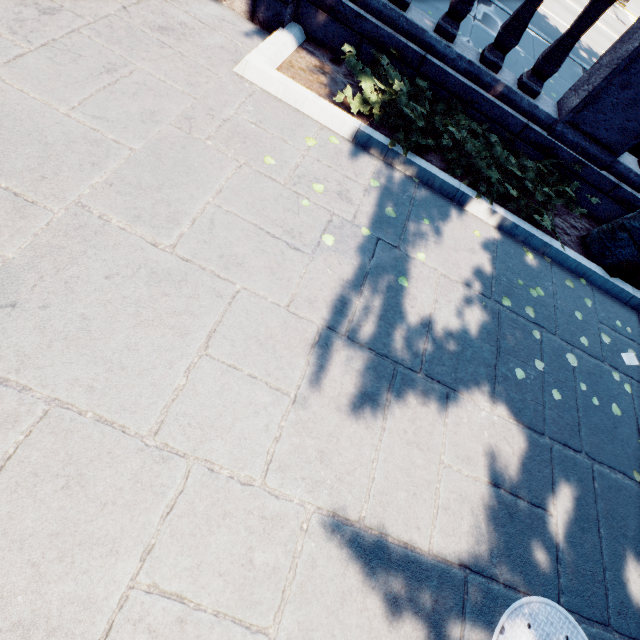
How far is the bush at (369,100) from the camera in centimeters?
388cm

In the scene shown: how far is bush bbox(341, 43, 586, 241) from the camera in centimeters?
388cm

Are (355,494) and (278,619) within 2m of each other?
yes
